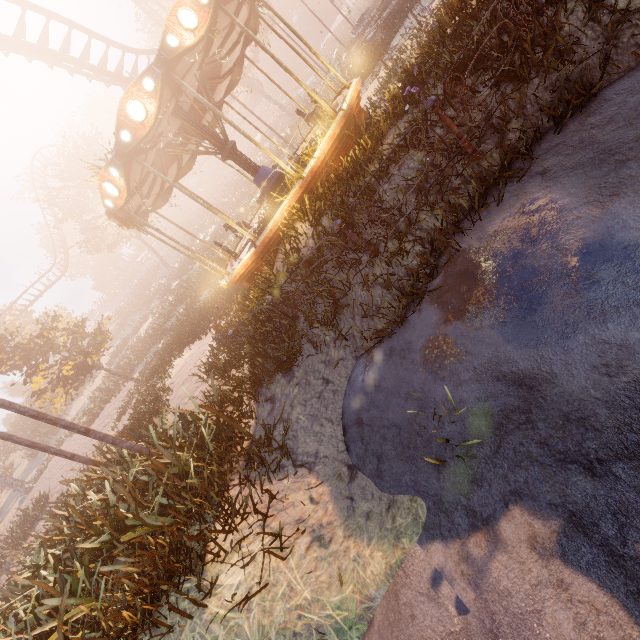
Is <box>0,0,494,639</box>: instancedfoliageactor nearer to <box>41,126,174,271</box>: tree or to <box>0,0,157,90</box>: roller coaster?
<box>0,0,157,90</box>: roller coaster

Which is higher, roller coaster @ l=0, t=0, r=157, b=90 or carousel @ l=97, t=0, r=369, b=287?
roller coaster @ l=0, t=0, r=157, b=90

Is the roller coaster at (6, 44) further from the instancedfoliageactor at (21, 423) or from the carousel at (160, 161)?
the carousel at (160, 161)

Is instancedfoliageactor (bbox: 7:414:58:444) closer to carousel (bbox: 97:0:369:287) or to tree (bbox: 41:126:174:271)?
carousel (bbox: 97:0:369:287)

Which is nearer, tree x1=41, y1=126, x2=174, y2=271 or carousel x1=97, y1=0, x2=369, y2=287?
carousel x1=97, y1=0, x2=369, y2=287

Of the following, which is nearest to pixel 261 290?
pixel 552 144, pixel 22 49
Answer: pixel 552 144

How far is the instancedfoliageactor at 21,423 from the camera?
32.3 meters
